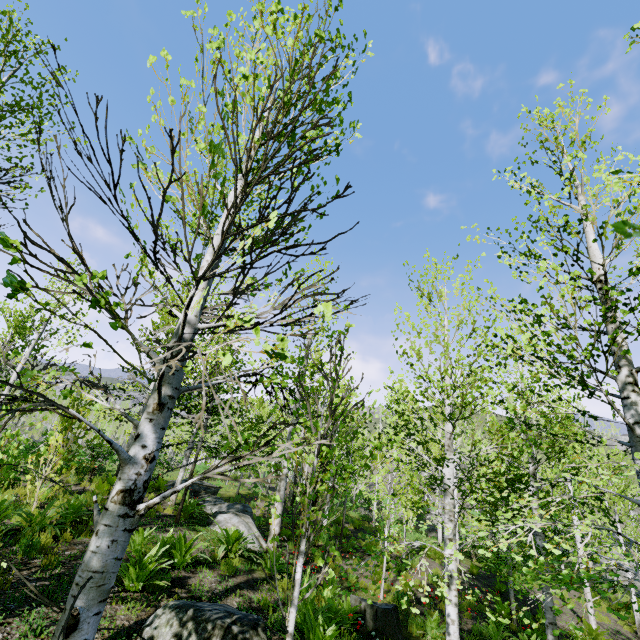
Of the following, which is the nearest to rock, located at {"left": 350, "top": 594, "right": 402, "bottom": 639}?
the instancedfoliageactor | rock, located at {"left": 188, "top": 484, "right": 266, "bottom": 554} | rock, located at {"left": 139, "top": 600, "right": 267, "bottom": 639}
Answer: the instancedfoliageactor

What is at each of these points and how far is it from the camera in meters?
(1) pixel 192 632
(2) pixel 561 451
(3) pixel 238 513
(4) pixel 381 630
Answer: (1) rock, 3.5
(2) instancedfoliageactor, 8.7
(3) rock, 10.8
(4) rock, 6.7

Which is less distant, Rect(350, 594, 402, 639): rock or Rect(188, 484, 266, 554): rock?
Rect(350, 594, 402, 639): rock

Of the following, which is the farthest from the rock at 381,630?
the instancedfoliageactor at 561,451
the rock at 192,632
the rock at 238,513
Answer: the rock at 192,632

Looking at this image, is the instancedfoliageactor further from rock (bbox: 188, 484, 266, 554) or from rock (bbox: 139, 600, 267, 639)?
rock (bbox: 139, 600, 267, 639)

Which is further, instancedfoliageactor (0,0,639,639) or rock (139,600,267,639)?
rock (139,600,267,639)

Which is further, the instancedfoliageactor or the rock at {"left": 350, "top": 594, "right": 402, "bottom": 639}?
the rock at {"left": 350, "top": 594, "right": 402, "bottom": 639}
